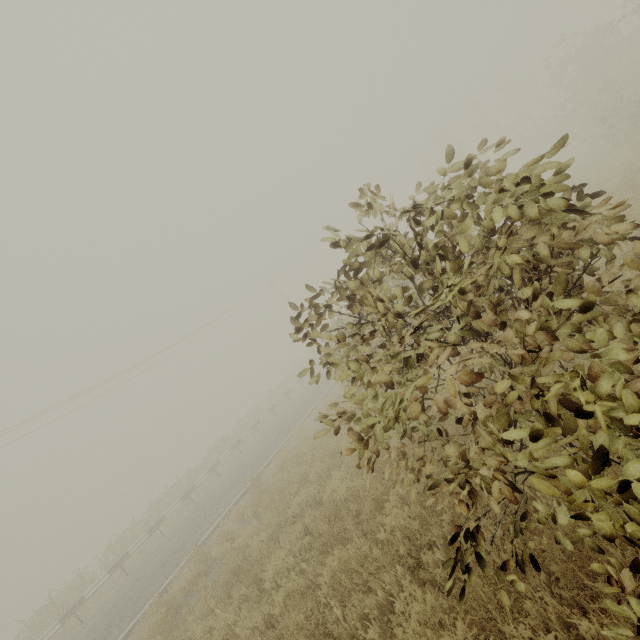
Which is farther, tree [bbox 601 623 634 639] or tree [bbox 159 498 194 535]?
tree [bbox 159 498 194 535]

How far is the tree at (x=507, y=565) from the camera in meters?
2.4

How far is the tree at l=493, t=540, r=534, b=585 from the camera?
2.37m

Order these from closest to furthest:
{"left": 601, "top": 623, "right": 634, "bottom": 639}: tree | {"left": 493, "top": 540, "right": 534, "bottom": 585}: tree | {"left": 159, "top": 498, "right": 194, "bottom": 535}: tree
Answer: {"left": 601, "top": 623, "right": 634, "bottom": 639}: tree → {"left": 493, "top": 540, "right": 534, "bottom": 585}: tree → {"left": 159, "top": 498, "right": 194, "bottom": 535}: tree

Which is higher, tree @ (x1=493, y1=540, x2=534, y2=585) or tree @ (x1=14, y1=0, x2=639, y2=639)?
tree @ (x1=14, y1=0, x2=639, y2=639)

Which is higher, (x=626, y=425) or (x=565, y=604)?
(x=626, y=425)
